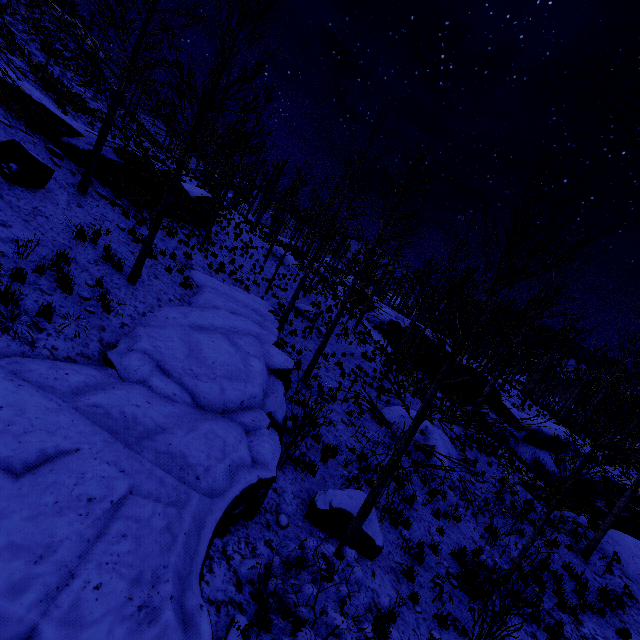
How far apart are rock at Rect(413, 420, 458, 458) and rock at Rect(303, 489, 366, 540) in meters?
5.9 m

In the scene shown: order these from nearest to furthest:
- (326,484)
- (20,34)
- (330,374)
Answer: (326,484) → (330,374) → (20,34)

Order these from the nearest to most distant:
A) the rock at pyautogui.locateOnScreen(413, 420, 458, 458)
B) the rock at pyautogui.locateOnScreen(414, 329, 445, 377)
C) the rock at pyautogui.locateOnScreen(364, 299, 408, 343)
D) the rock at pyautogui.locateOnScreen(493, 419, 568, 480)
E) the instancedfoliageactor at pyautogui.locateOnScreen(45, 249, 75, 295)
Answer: the instancedfoliageactor at pyautogui.locateOnScreen(45, 249, 75, 295) < the rock at pyautogui.locateOnScreen(413, 420, 458, 458) < the rock at pyautogui.locateOnScreen(493, 419, 568, 480) < the rock at pyautogui.locateOnScreen(414, 329, 445, 377) < the rock at pyautogui.locateOnScreen(364, 299, 408, 343)

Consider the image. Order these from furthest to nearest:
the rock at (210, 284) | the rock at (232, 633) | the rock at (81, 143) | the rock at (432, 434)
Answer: the rock at (432, 434)
the rock at (81, 143)
the rock at (232, 633)
the rock at (210, 284)

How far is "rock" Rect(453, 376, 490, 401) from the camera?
20.9m

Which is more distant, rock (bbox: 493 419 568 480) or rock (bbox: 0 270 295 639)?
rock (bbox: 493 419 568 480)

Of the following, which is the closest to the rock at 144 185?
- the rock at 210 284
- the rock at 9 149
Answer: the rock at 9 149

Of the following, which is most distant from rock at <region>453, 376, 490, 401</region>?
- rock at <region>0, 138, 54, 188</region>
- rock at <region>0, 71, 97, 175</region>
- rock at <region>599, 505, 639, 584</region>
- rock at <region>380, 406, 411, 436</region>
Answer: rock at <region>0, 138, 54, 188</region>
